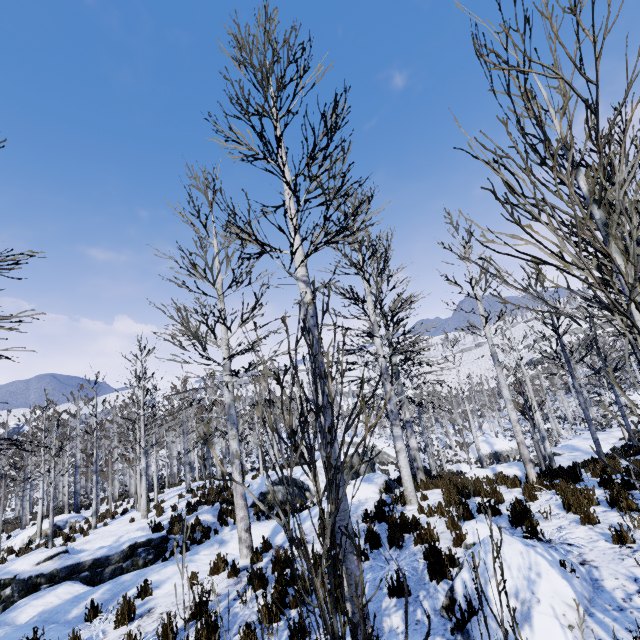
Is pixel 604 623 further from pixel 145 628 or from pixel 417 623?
pixel 145 628

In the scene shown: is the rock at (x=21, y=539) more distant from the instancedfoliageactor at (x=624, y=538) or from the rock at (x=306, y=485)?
the rock at (x=306, y=485)

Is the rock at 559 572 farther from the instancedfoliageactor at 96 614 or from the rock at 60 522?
the rock at 60 522

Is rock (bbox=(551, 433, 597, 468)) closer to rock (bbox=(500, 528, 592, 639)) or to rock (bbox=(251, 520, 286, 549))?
rock (bbox=(251, 520, 286, 549))

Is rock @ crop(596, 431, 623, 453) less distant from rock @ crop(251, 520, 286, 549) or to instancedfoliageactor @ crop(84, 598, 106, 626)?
instancedfoliageactor @ crop(84, 598, 106, 626)

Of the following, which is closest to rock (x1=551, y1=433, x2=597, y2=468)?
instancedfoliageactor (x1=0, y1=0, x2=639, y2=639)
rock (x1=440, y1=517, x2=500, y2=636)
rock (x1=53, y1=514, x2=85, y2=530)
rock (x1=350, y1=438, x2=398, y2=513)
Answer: instancedfoliageactor (x1=0, y1=0, x2=639, y2=639)

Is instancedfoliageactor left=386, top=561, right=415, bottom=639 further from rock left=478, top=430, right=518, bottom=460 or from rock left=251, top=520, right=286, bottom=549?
rock left=478, top=430, right=518, bottom=460

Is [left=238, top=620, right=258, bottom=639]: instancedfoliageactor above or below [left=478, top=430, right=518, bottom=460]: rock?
above
